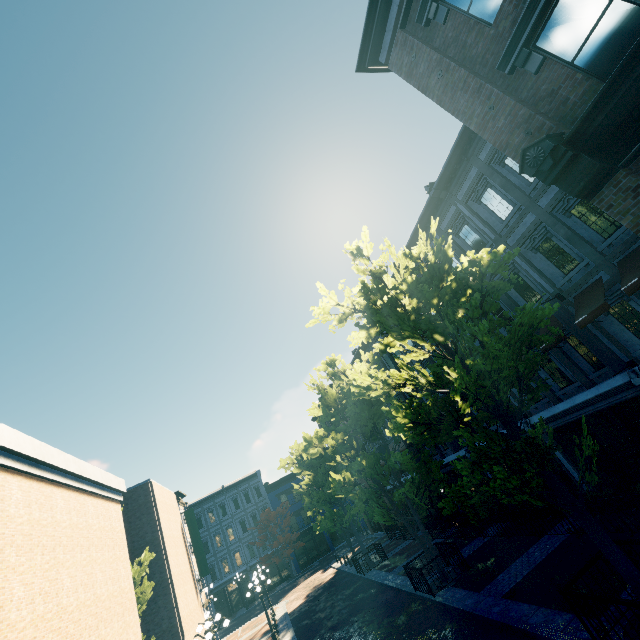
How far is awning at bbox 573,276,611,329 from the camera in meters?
9.6 m

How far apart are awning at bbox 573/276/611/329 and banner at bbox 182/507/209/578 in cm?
3042

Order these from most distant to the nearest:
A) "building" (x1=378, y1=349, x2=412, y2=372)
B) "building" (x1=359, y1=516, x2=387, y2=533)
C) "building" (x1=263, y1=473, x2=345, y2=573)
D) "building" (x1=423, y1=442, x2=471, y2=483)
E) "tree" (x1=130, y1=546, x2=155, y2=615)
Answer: "building" (x1=263, y1=473, x2=345, y2=573), "building" (x1=359, y1=516, x2=387, y2=533), "building" (x1=378, y1=349, x2=412, y2=372), "building" (x1=423, y1=442, x2=471, y2=483), "tree" (x1=130, y1=546, x2=155, y2=615)

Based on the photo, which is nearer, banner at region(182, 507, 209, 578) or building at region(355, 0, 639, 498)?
building at region(355, 0, 639, 498)

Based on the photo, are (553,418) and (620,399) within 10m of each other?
yes

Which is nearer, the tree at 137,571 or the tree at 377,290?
the tree at 377,290

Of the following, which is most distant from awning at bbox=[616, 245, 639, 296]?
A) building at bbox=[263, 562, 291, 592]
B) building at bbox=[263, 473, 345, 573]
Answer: building at bbox=[263, 562, 291, 592]

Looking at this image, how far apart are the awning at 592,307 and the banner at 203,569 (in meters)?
30.42
